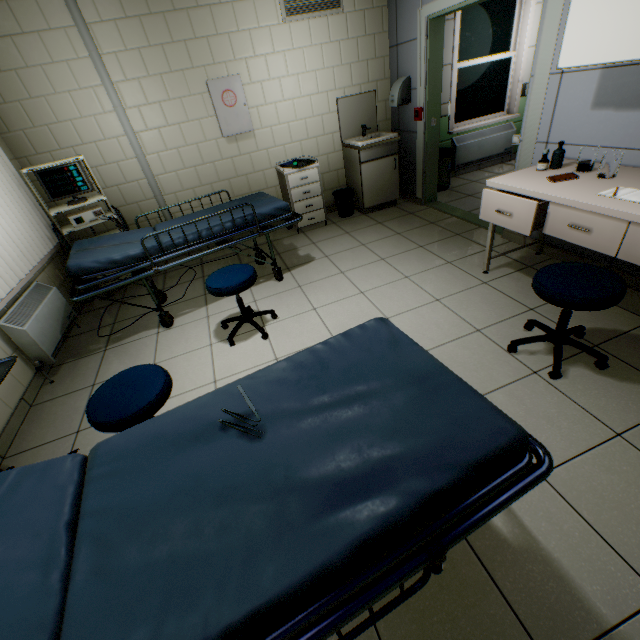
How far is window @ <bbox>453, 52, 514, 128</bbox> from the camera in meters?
5.0 m

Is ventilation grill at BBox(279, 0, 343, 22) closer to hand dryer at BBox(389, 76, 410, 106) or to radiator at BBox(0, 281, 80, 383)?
hand dryer at BBox(389, 76, 410, 106)

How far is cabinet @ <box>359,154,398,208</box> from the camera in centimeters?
450cm

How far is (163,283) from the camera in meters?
4.1 m

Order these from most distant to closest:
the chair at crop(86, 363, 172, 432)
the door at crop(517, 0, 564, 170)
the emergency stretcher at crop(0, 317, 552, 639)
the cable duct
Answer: the cable duct, the door at crop(517, 0, 564, 170), the chair at crop(86, 363, 172, 432), the emergency stretcher at crop(0, 317, 552, 639)

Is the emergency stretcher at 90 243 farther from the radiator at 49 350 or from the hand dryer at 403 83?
the hand dryer at 403 83

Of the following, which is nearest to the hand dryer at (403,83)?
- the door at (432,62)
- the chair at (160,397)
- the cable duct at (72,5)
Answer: the door at (432,62)

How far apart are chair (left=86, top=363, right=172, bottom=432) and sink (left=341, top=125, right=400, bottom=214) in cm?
379
